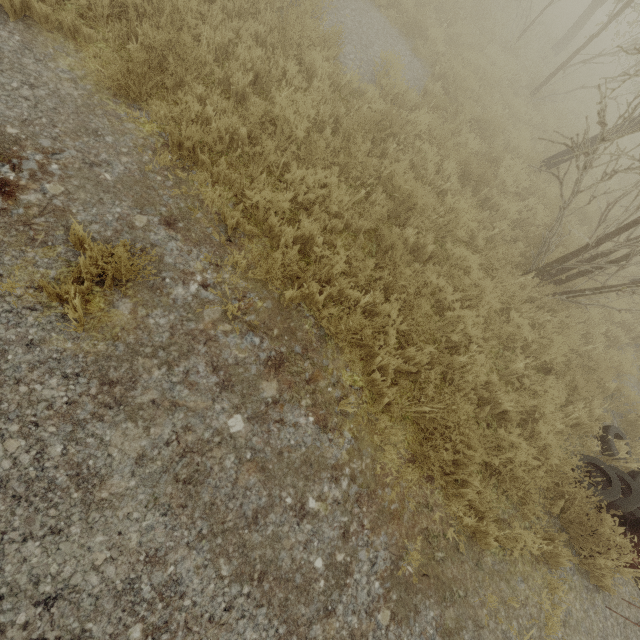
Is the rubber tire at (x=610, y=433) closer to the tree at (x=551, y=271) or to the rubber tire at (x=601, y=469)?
the rubber tire at (x=601, y=469)

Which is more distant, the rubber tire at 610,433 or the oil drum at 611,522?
the rubber tire at 610,433

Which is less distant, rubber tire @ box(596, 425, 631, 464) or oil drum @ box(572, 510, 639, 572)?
oil drum @ box(572, 510, 639, 572)

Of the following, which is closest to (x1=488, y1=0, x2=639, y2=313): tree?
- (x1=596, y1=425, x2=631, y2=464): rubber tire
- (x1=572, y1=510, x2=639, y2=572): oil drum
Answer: (x1=596, y1=425, x2=631, y2=464): rubber tire

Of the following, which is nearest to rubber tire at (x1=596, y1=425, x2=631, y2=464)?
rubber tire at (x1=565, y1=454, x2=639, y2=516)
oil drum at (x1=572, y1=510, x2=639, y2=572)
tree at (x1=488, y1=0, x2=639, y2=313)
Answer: rubber tire at (x1=565, y1=454, x2=639, y2=516)

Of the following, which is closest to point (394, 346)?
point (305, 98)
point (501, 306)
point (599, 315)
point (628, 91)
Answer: point (501, 306)

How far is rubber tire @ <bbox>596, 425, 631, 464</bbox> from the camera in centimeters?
488cm

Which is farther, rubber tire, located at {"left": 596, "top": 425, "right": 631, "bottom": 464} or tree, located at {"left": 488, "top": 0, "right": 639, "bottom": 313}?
rubber tire, located at {"left": 596, "top": 425, "right": 631, "bottom": 464}
